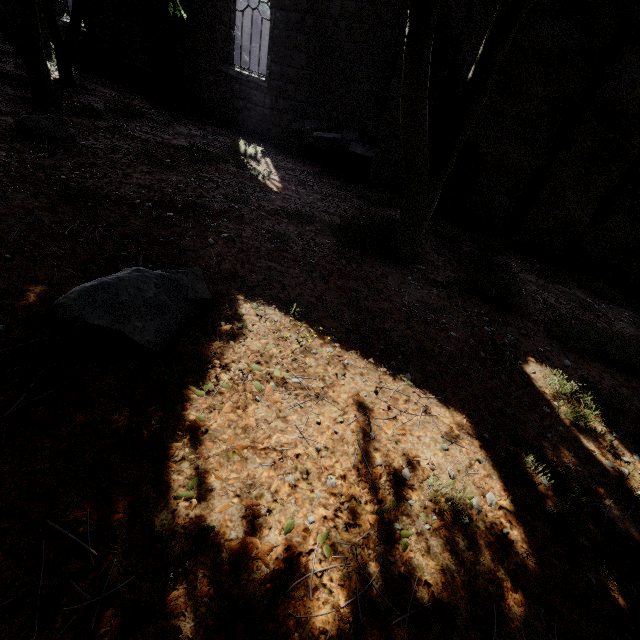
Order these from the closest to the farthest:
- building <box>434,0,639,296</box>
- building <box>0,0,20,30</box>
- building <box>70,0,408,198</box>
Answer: building <box>434,0,639,296</box> → building <box>70,0,408,198</box> → building <box>0,0,20,30</box>

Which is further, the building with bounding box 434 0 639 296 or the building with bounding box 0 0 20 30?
the building with bounding box 0 0 20 30

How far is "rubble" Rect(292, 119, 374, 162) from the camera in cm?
970

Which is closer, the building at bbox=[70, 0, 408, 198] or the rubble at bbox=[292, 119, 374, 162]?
the building at bbox=[70, 0, 408, 198]

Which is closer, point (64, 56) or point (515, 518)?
point (515, 518)

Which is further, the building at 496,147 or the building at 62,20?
the building at 62,20

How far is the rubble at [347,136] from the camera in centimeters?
970cm
